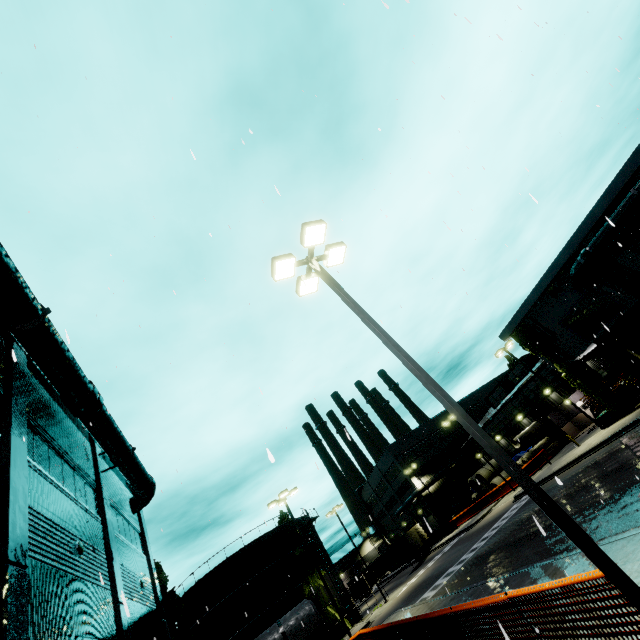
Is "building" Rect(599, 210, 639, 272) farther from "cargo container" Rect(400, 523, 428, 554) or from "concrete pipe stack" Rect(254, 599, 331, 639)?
"cargo container" Rect(400, 523, 428, 554)

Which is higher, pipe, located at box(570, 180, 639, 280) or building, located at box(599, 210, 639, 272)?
pipe, located at box(570, 180, 639, 280)

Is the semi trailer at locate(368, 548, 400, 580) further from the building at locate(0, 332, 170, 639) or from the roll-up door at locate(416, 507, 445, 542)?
the building at locate(0, 332, 170, 639)

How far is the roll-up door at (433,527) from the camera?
50.7m

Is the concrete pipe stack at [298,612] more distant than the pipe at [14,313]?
Yes

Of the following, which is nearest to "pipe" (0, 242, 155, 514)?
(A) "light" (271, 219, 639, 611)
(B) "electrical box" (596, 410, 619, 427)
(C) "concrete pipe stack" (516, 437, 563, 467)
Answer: (C) "concrete pipe stack" (516, 437, 563, 467)

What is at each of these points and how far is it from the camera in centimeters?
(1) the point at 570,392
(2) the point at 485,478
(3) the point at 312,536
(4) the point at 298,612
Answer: (1) building, 3678cm
(2) concrete pipe stack, 4206cm
(3) silo, 4119cm
(4) concrete pipe stack, 1125cm

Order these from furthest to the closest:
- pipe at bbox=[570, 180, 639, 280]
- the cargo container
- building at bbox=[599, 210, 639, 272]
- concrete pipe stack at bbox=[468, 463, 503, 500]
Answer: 1. the cargo container
2. concrete pipe stack at bbox=[468, 463, 503, 500]
3. building at bbox=[599, 210, 639, 272]
4. pipe at bbox=[570, 180, 639, 280]
